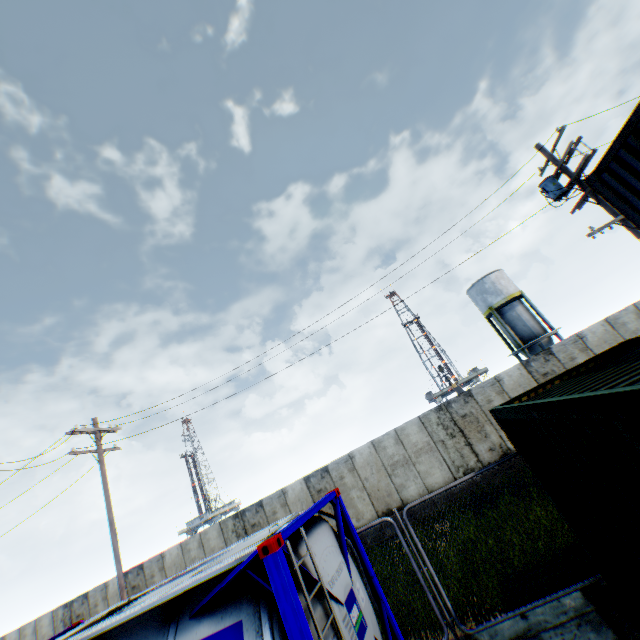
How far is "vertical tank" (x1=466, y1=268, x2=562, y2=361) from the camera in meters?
29.6 m

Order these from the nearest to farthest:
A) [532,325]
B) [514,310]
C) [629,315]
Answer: [629,315] < [532,325] < [514,310]

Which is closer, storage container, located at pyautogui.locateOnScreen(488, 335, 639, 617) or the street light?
storage container, located at pyautogui.locateOnScreen(488, 335, 639, 617)

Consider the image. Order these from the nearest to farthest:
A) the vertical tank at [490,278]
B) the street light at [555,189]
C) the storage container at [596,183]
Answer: the storage container at [596,183], the street light at [555,189], the vertical tank at [490,278]

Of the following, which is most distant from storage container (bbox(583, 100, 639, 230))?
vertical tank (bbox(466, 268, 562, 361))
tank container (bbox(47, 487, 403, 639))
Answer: vertical tank (bbox(466, 268, 562, 361))

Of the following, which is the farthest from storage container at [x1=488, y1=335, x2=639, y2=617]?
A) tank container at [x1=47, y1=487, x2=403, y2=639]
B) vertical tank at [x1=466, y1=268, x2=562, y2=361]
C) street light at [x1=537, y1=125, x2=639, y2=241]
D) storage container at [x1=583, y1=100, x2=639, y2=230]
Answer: vertical tank at [x1=466, y1=268, x2=562, y2=361]

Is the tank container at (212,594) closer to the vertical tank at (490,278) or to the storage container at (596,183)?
the storage container at (596,183)

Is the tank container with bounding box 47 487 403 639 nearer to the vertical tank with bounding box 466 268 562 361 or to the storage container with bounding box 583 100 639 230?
the storage container with bounding box 583 100 639 230
